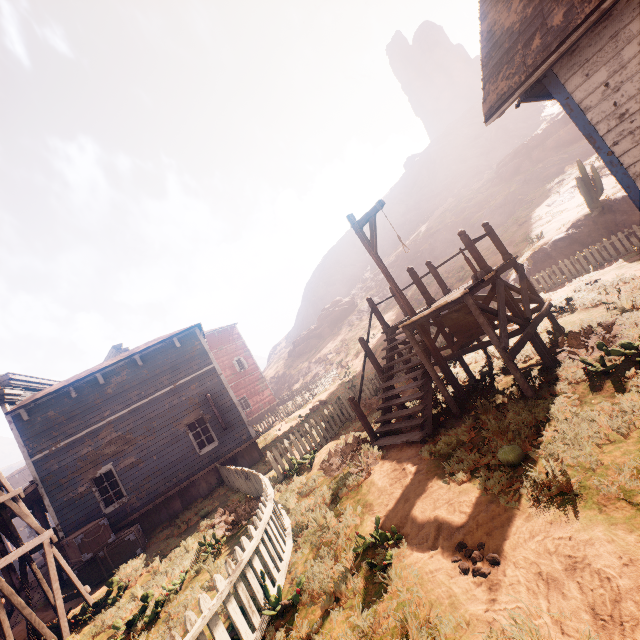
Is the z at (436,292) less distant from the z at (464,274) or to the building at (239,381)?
the z at (464,274)

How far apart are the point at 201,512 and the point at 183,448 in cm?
349

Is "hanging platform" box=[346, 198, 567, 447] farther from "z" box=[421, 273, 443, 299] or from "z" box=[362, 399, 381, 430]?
"z" box=[421, 273, 443, 299]

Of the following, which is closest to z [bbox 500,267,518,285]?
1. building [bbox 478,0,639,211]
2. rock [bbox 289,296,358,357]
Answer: building [bbox 478,0,639,211]

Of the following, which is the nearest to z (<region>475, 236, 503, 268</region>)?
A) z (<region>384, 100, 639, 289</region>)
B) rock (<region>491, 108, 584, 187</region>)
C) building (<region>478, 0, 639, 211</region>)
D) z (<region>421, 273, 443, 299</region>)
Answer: building (<region>478, 0, 639, 211</region>)

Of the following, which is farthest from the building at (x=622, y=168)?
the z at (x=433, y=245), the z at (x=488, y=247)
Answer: the z at (x=433, y=245)

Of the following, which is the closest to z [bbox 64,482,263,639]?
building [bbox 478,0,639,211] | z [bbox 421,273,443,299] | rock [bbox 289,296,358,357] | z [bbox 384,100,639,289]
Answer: building [bbox 478,0,639,211]

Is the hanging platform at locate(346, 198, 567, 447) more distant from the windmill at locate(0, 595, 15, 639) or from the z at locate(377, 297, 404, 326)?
the windmill at locate(0, 595, 15, 639)
